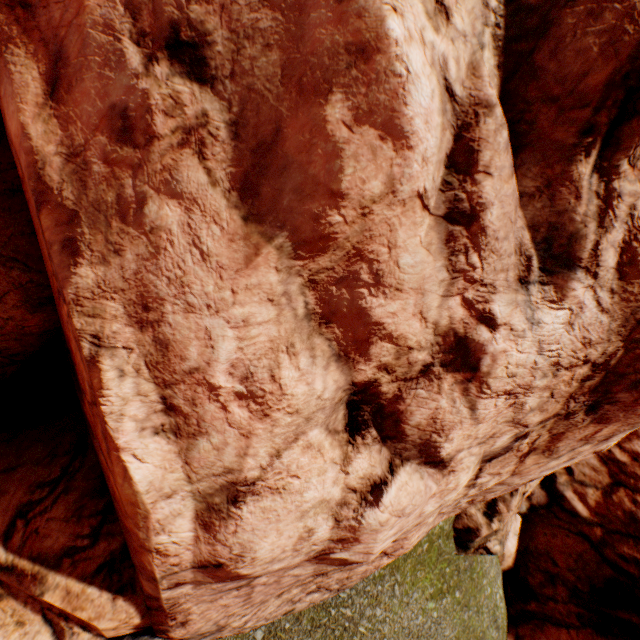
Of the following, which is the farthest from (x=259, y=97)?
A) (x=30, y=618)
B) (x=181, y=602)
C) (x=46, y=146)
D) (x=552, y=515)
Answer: (x=552, y=515)
